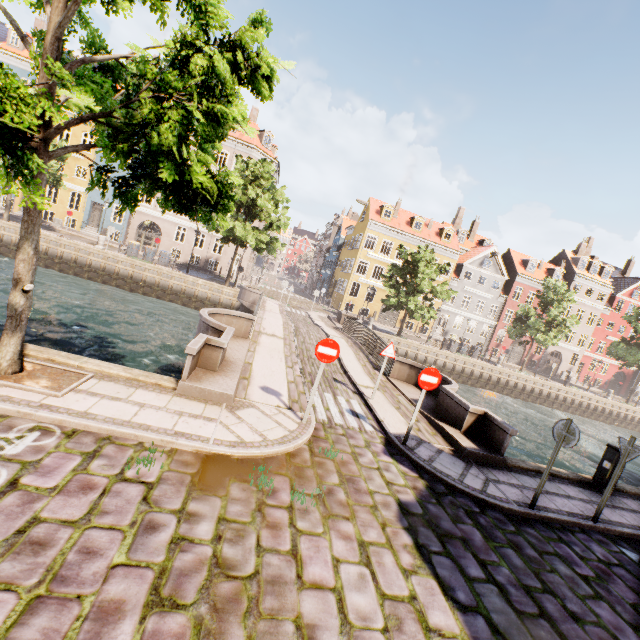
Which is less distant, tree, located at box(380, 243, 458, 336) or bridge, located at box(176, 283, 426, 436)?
bridge, located at box(176, 283, 426, 436)

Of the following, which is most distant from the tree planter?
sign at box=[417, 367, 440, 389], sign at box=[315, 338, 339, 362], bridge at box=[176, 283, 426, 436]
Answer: sign at box=[417, 367, 440, 389]

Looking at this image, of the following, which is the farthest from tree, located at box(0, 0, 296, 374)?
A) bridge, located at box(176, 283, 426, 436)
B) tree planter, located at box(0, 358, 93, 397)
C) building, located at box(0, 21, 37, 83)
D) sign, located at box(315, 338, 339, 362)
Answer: building, located at box(0, 21, 37, 83)

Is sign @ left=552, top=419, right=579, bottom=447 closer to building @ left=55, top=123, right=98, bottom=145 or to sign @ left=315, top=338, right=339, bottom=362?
sign @ left=315, top=338, right=339, bottom=362

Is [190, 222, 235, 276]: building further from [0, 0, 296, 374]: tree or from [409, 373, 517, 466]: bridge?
[409, 373, 517, 466]: bridge

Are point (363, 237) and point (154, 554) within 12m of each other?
no

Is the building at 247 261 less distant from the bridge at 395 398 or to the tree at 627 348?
the tree at 627 348

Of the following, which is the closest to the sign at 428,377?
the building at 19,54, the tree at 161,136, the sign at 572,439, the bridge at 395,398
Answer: the bridge at 395,398
